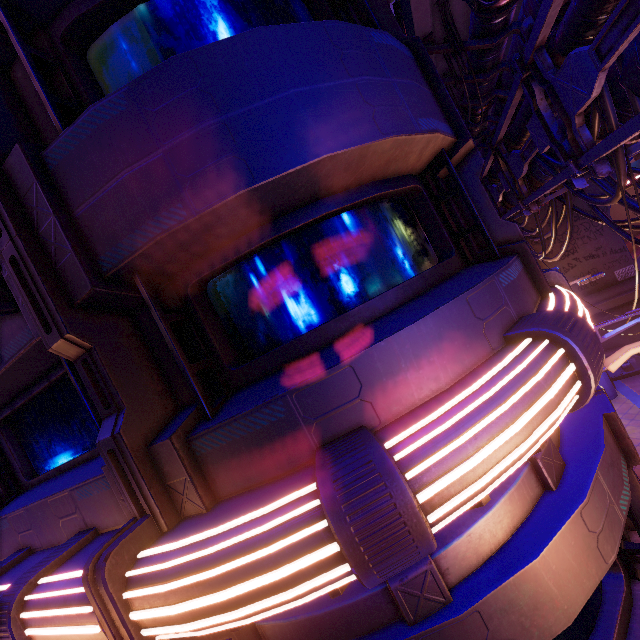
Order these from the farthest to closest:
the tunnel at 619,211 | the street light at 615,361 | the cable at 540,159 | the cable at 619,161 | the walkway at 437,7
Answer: the tunnel at 619,211
the street light at 615,361
the cable at 540,159
the walkway at 437,7
the cable at 619,161

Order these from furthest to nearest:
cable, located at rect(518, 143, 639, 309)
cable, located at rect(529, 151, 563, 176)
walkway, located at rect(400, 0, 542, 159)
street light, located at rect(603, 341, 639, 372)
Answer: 1. street light, located at rect(603, 341, 639, 372)
2. cable, located at rect(529, 151, 563, 176)
3. walkway, located at rect(400, 0, 542, 159)
4. cable, located at rect(518, 143, 639, 309)

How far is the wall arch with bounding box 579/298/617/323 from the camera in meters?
18.7 m

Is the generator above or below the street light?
below

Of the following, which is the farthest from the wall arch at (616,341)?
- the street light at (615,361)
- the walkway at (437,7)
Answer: the street light at (615,361)

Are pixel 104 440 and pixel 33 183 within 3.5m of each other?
yes

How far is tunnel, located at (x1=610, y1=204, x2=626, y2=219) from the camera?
42.72m

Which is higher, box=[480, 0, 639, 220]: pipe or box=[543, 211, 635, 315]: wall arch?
box=[480, 0, 639, 220]: pipe
